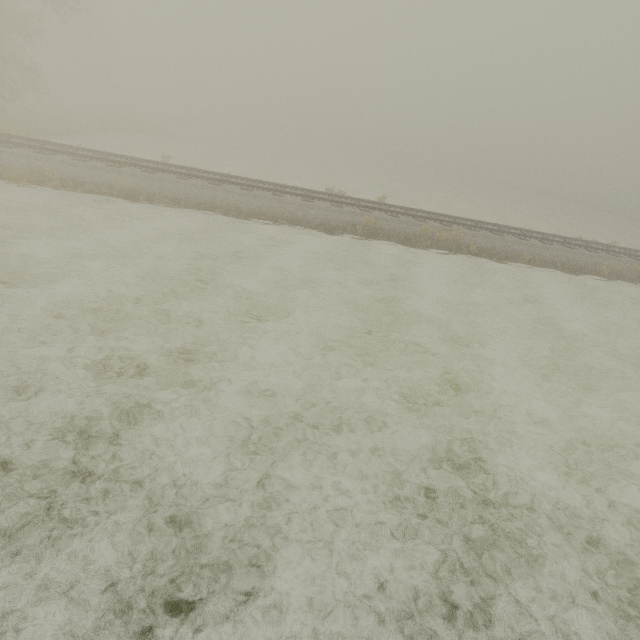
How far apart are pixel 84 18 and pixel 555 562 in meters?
64.2
